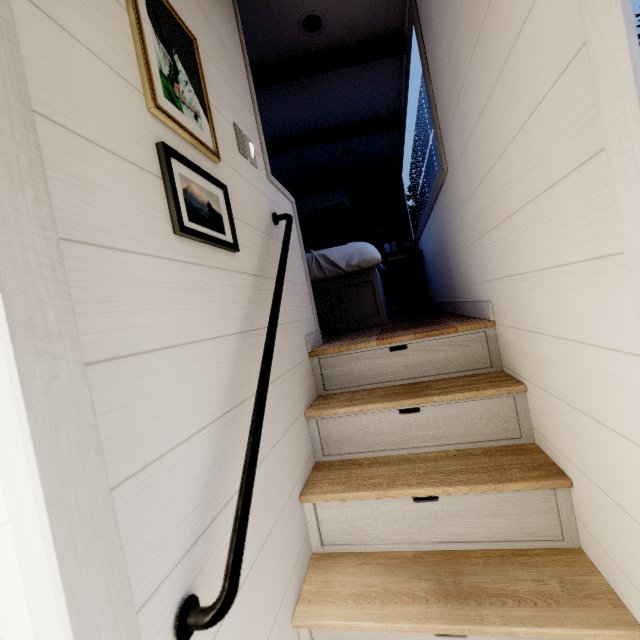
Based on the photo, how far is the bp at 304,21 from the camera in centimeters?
225cm

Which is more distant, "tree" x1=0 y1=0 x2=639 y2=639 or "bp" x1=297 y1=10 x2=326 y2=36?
"bp" x1=297 y1=10 x2=326 y2=36

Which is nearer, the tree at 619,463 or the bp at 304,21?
the tree at 619,463

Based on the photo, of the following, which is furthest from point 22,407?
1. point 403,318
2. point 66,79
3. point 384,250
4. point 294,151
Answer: point 384,250

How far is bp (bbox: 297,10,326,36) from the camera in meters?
2.2

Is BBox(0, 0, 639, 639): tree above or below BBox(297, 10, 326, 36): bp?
below
